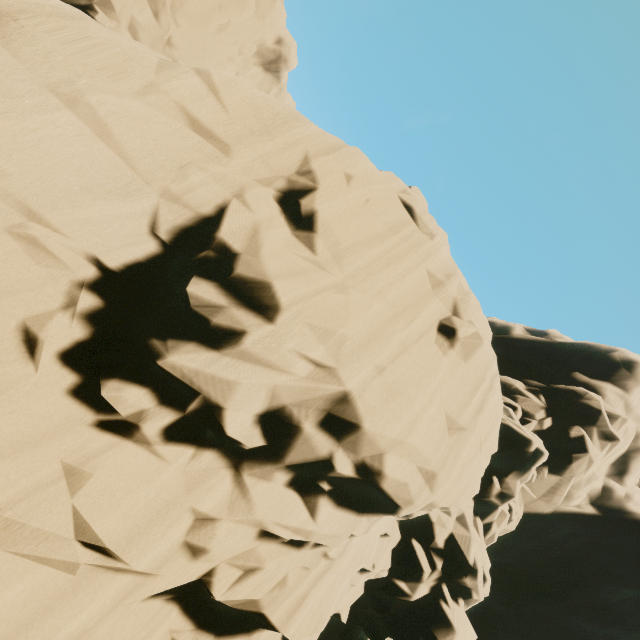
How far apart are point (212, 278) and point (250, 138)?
3.7 meters
